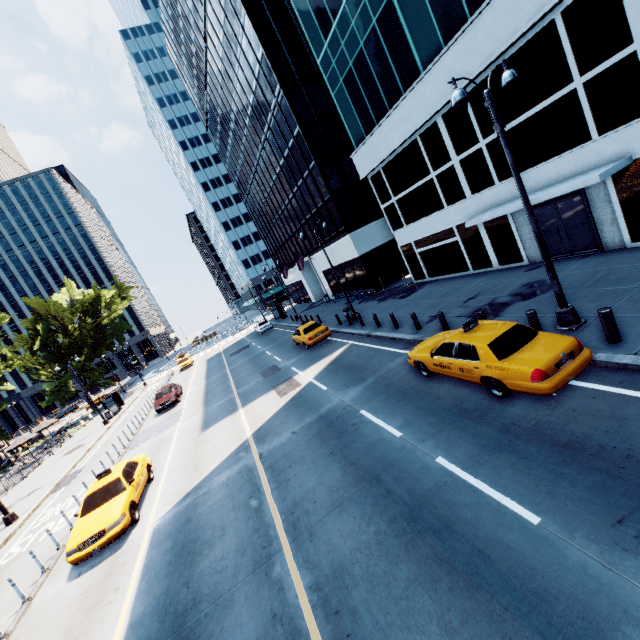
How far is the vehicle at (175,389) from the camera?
25.14m

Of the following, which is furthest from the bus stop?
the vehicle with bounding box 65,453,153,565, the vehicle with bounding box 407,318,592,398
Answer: the vehicle with bounding box 407,318,592,398

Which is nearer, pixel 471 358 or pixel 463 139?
pixel 471 358

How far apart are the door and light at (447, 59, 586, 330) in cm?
637

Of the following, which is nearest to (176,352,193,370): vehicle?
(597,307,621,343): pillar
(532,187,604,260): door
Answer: (532,187,604,260): door

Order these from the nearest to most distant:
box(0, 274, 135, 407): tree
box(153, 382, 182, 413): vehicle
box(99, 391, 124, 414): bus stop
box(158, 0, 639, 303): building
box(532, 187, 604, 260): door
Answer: box(158, 0, 639, 303): building → box(532, 187, 604, 260): door → box(153, 382, 182, 413): vehicle → box(99, 391, 124, 414): bus stop → box(0, 274, 135, 407): tree

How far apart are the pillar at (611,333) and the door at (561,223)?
7.88m

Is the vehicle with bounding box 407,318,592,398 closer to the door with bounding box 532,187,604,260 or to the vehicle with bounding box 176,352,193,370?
the door with bounding box 532,187,604,260
